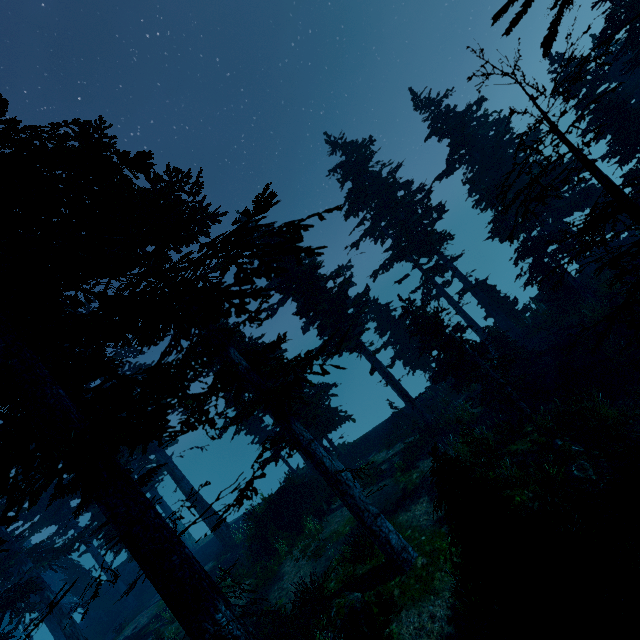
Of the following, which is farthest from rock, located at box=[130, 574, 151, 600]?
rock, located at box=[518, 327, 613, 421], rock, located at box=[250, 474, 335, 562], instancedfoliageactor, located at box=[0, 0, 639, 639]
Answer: rock, located at box=[518, 327, 613, 421]

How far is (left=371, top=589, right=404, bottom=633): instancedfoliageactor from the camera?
9.32m

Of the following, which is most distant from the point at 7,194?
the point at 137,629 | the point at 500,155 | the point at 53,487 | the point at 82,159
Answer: the point at 53,487

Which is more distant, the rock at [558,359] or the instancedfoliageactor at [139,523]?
the rock at [558,359]

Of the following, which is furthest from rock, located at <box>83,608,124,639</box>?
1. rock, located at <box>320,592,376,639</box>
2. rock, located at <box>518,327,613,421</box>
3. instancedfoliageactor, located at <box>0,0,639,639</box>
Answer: rock, located at <box>518,327,613,421</box>

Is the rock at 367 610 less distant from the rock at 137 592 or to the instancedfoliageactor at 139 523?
the instancedfoliageactor at 139 523

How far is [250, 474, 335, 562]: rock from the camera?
18.2m
